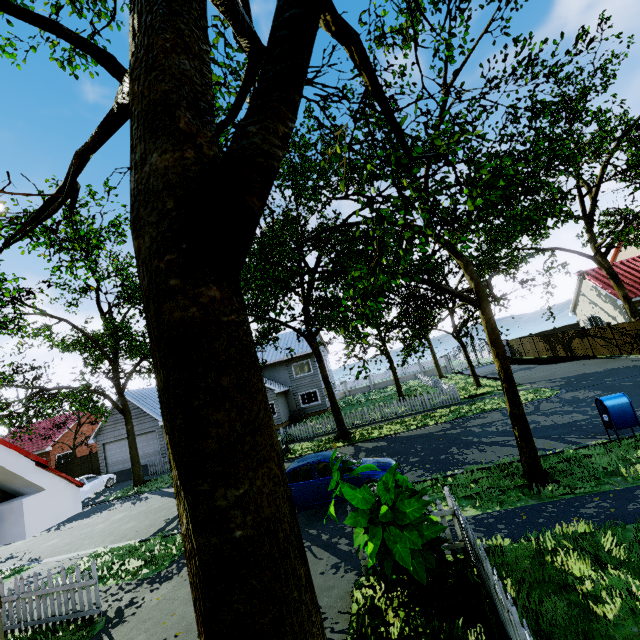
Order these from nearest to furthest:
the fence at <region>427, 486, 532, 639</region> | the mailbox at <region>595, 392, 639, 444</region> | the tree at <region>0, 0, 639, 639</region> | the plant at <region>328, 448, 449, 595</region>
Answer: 1. the tree at <region>0, 0, 639, 639</region>
2. the fence at <region>427, 486, 532, 639</region>
3. the plant at <region>328, 448, 449, 595</region>
4. the mailbox at <region>595, 392, 639, 444</region>

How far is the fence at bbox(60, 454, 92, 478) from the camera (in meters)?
25.25

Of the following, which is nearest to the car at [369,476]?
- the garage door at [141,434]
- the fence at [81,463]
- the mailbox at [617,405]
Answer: the mailbox at [617,405]

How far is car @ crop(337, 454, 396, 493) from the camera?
9.3 meters

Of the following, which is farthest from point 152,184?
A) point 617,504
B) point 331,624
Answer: point 617,504

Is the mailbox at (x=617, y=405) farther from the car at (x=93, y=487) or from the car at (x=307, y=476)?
the car at (x=93, y=487)

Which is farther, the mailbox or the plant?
the mailbox
